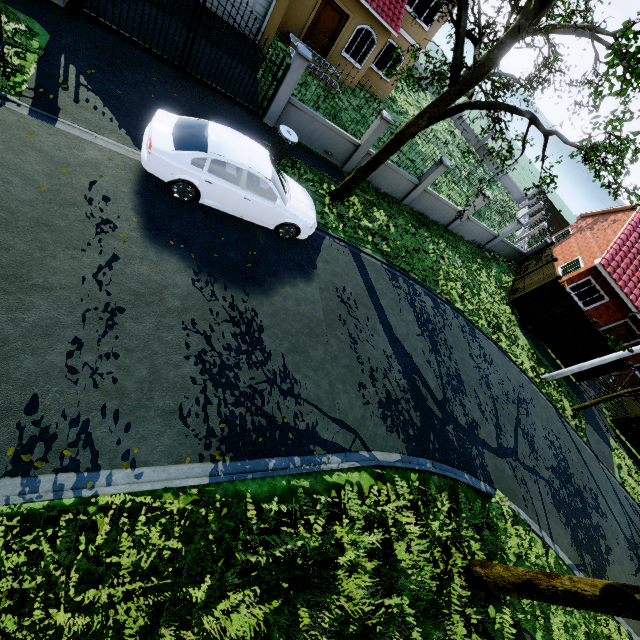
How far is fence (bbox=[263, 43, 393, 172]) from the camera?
10.1m

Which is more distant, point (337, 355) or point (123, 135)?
point (337, 355)

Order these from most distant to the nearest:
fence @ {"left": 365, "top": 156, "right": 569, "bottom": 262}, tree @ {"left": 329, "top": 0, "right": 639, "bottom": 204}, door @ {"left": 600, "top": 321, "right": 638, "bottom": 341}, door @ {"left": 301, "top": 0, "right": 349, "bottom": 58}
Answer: door @ {"left": 600, "top": 321, "right": 638, "bottom": 341}, door @ {"left": 301, "top": 0, "right": 349, "bottom": 58}, fence @ {"left": 365, "top": 156, "right": 569, "bottom": 262}, tree @ {"left": 329, "top": 0, "right": 639, "bottom": 204}

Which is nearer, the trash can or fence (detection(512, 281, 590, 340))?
the trash can

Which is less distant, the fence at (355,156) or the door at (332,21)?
the fence at (355,156)

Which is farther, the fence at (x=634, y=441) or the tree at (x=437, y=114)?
the fence at (x=634, y=441)

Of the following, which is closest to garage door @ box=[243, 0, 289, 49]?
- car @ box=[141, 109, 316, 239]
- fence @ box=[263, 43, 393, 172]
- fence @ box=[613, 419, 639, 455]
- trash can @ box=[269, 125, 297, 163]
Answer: fence @ box=[263, 43, 393, 172]
